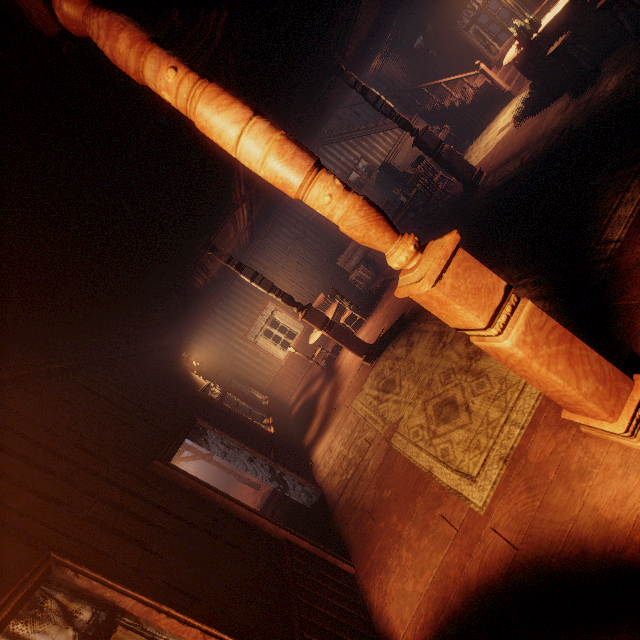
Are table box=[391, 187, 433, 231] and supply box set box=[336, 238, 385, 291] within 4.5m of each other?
yes

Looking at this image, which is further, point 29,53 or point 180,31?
point 180,31

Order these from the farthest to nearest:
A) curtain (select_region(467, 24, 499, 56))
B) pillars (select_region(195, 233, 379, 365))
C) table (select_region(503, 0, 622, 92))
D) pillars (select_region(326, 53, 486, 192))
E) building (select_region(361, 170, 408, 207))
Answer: building (select_region(361, 170, 408, 207)), curtain (select_region(467, 24, 499, 56)), pillars (select_region(326, 53, 486, 192)), pillars (select_region(195, 233, 379, 365)), table (select_region(503, 0, 622, 92))

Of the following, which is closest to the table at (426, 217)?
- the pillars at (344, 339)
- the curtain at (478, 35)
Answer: the pillars at (344, 339)

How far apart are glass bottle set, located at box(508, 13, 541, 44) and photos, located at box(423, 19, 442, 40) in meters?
3.8 m

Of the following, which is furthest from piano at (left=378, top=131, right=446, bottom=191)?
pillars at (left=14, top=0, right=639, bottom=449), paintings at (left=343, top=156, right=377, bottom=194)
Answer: pillars at (left=14, top=0, right=639, bottom=449)

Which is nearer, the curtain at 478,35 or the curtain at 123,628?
the curtain at 123,628

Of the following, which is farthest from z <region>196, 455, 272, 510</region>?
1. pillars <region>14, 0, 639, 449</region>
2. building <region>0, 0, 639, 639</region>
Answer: pillars <region>14, 0, 639, 449</region>
